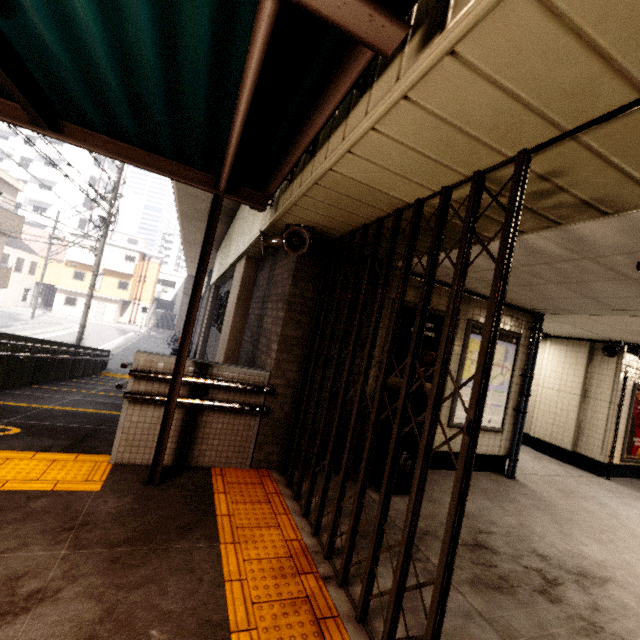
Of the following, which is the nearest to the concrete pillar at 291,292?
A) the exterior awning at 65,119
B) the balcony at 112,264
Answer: the exterior awning at 65,119

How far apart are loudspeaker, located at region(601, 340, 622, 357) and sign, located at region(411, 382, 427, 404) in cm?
435

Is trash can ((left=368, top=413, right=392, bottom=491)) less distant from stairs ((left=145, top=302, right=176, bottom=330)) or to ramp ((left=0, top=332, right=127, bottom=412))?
ramp ((left=0, top=332, right=127, bottom=412))

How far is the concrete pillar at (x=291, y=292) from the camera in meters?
4.0 m

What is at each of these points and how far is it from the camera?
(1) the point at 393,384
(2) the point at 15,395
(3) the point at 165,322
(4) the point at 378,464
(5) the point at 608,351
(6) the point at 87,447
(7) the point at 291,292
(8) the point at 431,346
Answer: (1) sign, 4.8m
(2) ramp, 6.4m
(3) stairs, 45.4m
(4) trash can, 4.2m
(5) loudspeaker, 7.0m
(6) ramp, 3.7m
(7) concrete pillar, 4.0m
(8) sign, 5.0m

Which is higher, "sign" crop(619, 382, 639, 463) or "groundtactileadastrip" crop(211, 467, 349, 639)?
"sign" crop(619, 382, 639, 463)

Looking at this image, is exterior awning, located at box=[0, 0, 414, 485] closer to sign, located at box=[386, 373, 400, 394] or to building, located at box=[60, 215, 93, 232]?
sign, located at box=[386, 373, 400, 394]

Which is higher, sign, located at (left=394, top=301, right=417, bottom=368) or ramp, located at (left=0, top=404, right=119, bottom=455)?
sign, located at (left=394, top=301, right=417, bottom=368)
